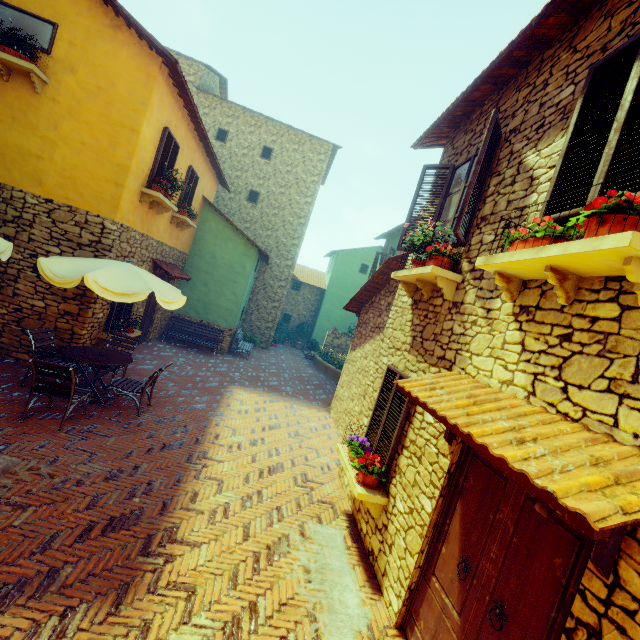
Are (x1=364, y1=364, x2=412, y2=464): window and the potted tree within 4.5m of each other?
no

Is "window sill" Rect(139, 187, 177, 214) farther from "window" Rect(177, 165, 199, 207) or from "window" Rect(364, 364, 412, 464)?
"window" Rect(364, 364, 412, 464)

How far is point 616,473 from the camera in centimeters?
180cm

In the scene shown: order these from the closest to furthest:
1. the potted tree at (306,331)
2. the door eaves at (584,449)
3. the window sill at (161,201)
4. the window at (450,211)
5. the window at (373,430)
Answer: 1. the door eaves at (584,449)
2. the window at (450,211)
3. the window at (373,430)
4. the window sill at (161,201)
5. the potted tree at (306,331)

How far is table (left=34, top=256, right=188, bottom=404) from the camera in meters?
5.3

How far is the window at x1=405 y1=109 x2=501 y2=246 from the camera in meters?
4.2 m

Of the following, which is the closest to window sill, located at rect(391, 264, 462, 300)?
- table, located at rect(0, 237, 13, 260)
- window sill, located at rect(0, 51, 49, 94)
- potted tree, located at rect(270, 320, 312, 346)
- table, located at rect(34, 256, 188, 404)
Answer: table, located at rect(34, 256, 188, 404)

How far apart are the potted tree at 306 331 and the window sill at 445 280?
16.1 meters
